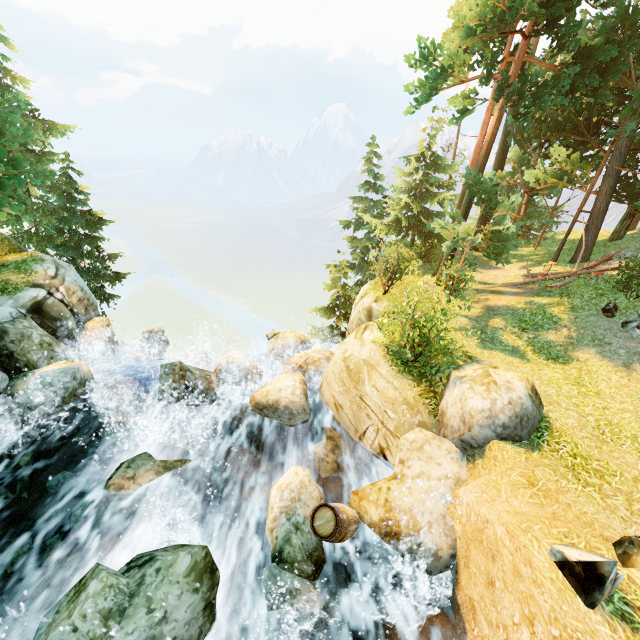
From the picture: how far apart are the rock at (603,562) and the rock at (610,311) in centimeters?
1074cm

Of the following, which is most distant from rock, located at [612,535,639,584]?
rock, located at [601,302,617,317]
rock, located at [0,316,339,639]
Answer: rock, located at [601,302,617,317]

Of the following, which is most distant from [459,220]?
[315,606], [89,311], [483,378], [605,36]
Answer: [89,311]

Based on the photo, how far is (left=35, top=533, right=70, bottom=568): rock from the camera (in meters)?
6.59

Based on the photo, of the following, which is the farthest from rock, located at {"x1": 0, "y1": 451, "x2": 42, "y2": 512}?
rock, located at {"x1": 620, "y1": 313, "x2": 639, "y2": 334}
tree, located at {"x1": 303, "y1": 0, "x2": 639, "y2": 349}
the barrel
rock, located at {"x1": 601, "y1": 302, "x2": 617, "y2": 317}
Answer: rock, located at {"x1": 601, "y1": 302, "x2": 617, "y2": 317}

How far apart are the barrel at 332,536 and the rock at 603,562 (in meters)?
3.37

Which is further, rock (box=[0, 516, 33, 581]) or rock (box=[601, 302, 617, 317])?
rock (box=[601, 302, 617, 317])

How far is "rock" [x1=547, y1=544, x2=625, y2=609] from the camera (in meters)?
3.87
